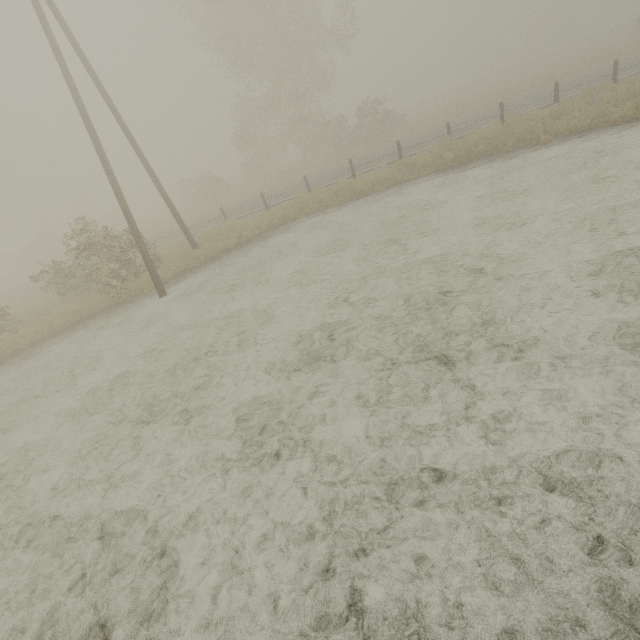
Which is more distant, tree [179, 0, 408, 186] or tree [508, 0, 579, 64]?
tree [508, 0, 579, 64]

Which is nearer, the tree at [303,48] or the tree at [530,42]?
the tree at [303,48]

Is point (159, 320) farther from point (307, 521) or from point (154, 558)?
point (307, 521)
